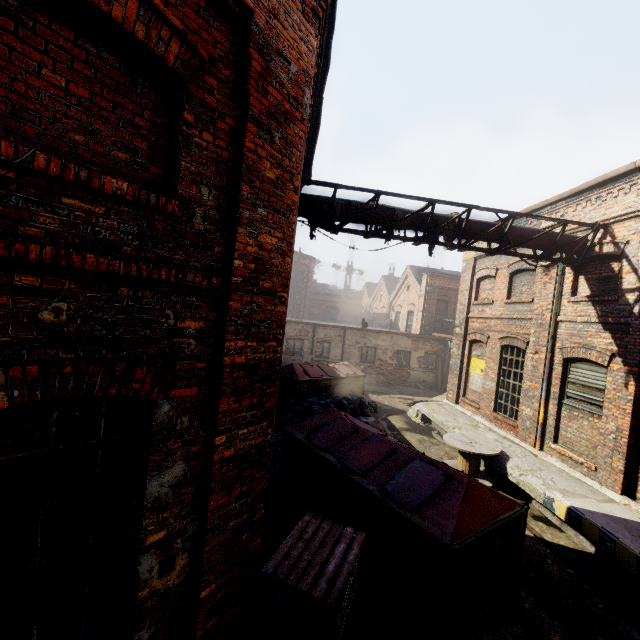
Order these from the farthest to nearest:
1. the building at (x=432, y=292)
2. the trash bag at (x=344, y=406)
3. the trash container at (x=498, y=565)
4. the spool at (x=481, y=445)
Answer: the building at (x=432, y=292), the trash bag at (x=344, y=406), the spool at (x=481, y=445), the trash container at (x=498, y=565)

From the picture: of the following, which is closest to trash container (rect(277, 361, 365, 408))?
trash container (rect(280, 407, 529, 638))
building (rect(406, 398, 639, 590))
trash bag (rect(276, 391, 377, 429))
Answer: trash bag (rect(276, 391, 377, 429))

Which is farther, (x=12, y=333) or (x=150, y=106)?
(x=150, y=106)

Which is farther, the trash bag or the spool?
the trash bag

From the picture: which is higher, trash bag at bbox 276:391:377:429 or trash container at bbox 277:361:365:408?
trash container at bbox 277:361:365:408

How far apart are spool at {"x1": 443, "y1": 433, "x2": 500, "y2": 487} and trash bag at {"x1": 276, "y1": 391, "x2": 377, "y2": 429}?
3.9m

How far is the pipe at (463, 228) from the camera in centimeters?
779cm

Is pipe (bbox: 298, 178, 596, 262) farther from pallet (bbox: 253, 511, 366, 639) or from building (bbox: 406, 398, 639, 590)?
pallet (bbox: 253, 511, 366, 639)
